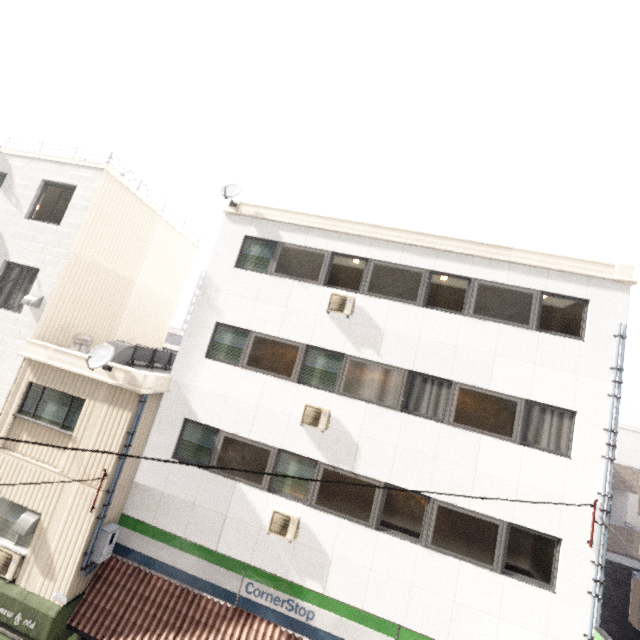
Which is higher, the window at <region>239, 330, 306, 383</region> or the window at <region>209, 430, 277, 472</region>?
the window at <region>239, 330, 306, 383</region>

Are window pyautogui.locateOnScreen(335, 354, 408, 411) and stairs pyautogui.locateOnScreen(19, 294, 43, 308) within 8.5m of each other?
no

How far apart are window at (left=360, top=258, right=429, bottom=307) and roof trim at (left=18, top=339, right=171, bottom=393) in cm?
621

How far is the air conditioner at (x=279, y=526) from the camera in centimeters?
818cm

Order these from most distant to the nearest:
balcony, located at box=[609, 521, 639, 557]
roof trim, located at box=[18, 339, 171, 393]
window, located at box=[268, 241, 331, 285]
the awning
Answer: balcony, located at box=[609, 521, 639, 557] → window, located at box=[268, 241, 331, 285] → roof trim, located at box=[18, 339, 171, 393] → the awning

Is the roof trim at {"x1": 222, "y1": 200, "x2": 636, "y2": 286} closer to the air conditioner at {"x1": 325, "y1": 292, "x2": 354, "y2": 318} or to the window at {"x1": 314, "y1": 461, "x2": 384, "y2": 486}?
the air conditioner at {"x1": 325, "y1": 292, "x2": 354, "y2": 318}

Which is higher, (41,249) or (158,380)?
(41,249)

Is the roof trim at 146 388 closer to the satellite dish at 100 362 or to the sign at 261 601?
the satellite dish at 100 362
